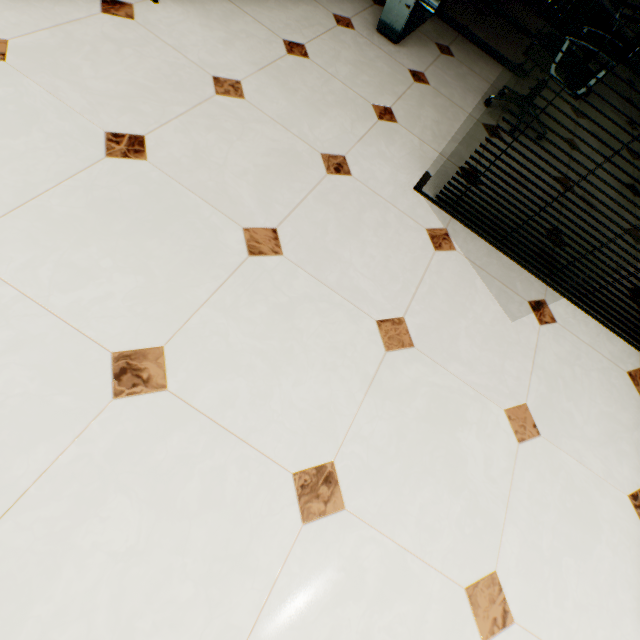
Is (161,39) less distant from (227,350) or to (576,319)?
(227,350)

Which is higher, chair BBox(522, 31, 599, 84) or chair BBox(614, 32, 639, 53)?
chair BBox(614, 32, 639, 53)

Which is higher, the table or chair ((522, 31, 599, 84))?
chair ((522, 31, 599, 84))

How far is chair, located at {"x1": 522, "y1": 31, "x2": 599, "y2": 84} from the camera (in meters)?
2.16

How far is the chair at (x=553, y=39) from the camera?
2.2m

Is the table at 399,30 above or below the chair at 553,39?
below
